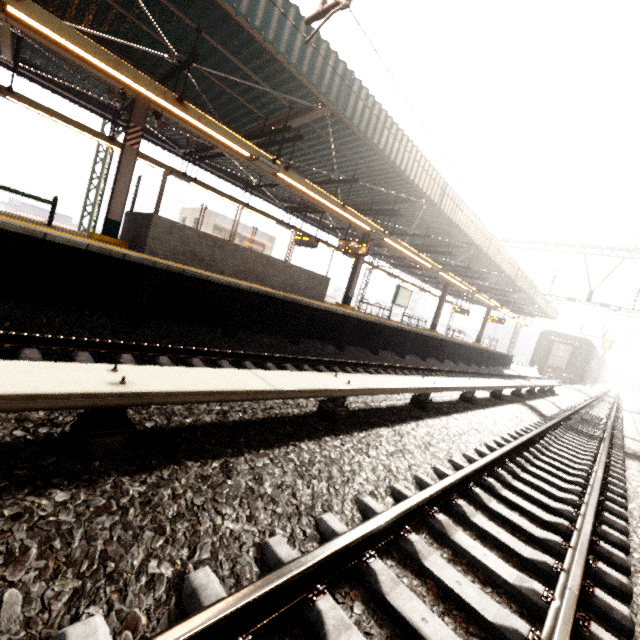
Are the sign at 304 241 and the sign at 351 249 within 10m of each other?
yes

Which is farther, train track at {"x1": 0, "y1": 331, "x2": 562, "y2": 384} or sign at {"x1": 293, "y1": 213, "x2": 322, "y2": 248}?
sign at {"x1": 293, "y1": 213, "x2": 322, "y2": 248}

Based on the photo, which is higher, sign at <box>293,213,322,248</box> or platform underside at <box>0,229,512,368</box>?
sign at <box>293,213,322,248</box>

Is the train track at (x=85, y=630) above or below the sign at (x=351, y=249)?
below

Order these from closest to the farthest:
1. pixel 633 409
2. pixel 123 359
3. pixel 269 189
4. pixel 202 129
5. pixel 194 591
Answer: pixel 194 591 < pixel 123 359 < pixel 202 129 < pixel 269 189 < pixel 633 409

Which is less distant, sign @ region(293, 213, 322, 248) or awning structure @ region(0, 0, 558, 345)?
awning structure @ region(0, 0, 558, 345)

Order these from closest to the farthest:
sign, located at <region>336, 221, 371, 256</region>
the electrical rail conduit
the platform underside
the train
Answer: A: the electrical rail conduit → the platform underside → sign, located at <region>336, 221, 371, 256</region> → the train

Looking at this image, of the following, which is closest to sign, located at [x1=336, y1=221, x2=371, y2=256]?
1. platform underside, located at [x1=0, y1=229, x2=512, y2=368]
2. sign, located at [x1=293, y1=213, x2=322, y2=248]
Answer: sign, located at [x1=293, y1=213, x2=322, y2=248]
